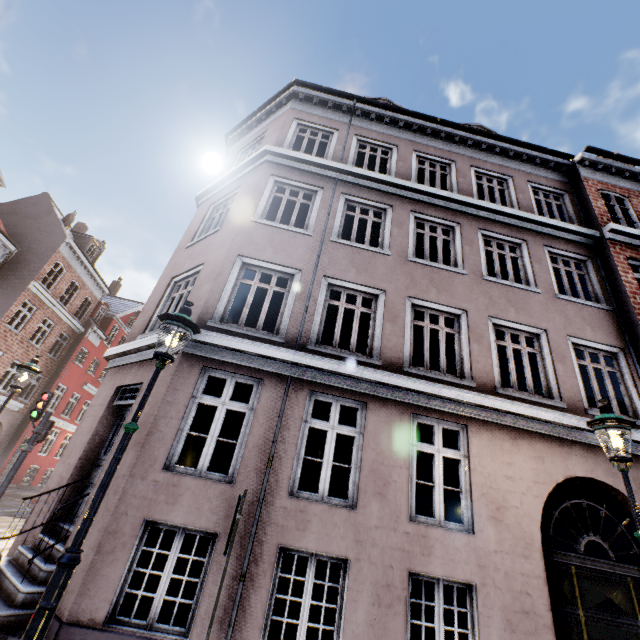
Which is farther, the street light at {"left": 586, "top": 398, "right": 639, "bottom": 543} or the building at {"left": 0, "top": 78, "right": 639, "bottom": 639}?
the building at {"left": 0, "top": 78, "right": 639, "bottom": 639}

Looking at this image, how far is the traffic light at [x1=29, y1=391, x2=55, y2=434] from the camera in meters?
8.4 m

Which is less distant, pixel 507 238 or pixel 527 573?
pixel 527 573

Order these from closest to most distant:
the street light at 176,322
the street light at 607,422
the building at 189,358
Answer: the street light at 176,322 < the street light at 607,422 < the building at 189,358

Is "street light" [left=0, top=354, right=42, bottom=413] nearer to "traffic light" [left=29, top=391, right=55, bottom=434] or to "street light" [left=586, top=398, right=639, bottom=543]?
"traffic light" [left=29, top=391, right=55, bottom=434]

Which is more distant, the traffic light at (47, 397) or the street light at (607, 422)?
the traffic light at (47, 397)

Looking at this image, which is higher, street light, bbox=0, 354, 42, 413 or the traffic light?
street light, bbox=0, 354, 42, 413

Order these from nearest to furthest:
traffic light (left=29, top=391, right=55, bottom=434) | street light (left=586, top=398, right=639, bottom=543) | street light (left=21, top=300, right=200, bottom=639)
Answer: street light (left=21, top=300, right=200, bottom=639)
street light (left=586, top=398, right=639, bottom=543)
traffic light (left=29, top=391, right=55, bottom=434)
